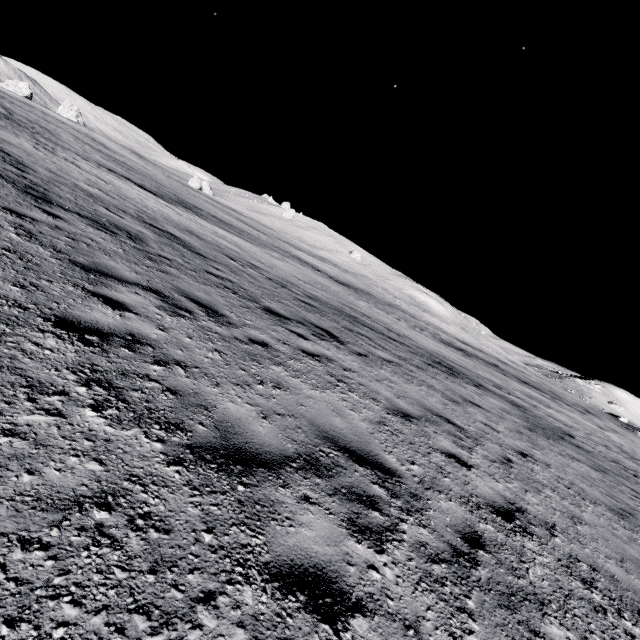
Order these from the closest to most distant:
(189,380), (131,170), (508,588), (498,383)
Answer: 1. (508,588)
2. (189,380)
3. (498,383)
4. (131,170)
